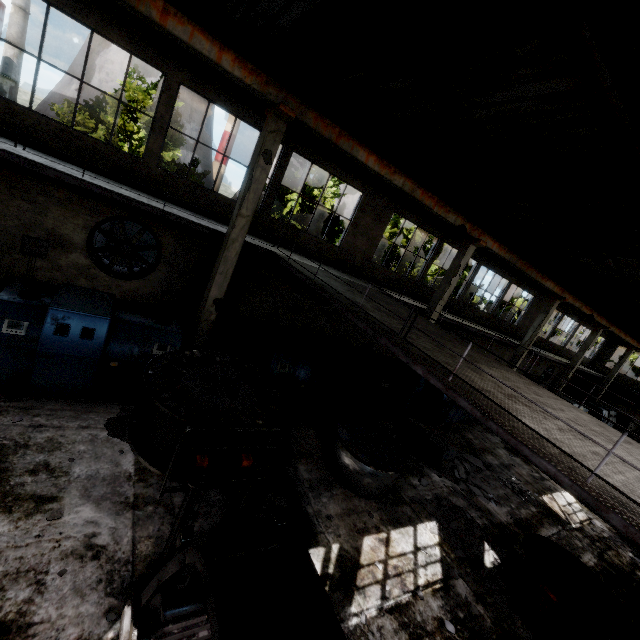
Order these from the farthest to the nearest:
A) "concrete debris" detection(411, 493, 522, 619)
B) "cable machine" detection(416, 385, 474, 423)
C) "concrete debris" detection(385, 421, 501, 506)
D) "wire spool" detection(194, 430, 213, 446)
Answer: "cable machine" detection(416, 385, 474, 423)
"concrete debris" detection(385, 421, 501, 506)
"concrete debris" detection(411, 493, 522, 619)
"wire spool" detection(194, 430, 213, 446)

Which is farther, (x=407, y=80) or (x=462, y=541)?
(x=407, y=80)

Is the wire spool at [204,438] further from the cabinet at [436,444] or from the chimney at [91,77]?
the chimney at [91,77]

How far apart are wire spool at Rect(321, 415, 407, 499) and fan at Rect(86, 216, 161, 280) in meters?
8.4

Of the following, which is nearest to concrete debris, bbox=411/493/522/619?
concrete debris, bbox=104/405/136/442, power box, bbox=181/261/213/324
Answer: concrete debris, bbox=104/405/136/442

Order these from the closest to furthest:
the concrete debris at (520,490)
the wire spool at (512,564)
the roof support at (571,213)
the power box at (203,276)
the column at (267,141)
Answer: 1. the wire spool at (512,564)
2. the roof support at (571,213)
3. the column at (267,141)
4. the concrete debris at (520,490)
5. the power box at (203,276)

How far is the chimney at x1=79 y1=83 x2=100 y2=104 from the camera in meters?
55.9

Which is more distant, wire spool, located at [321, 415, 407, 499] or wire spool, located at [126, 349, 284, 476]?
wire spool, located at [321, 415, 407, 499]
